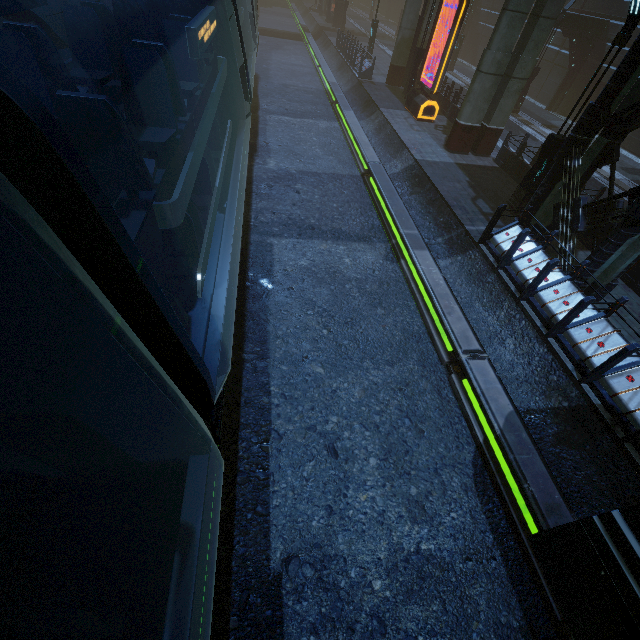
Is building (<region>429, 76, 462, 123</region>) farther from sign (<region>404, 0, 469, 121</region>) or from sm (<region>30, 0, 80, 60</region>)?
sign (<region>404, 0, 469, 121</region>)

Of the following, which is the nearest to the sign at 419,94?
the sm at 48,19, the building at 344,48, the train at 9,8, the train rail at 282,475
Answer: the building at 344,48

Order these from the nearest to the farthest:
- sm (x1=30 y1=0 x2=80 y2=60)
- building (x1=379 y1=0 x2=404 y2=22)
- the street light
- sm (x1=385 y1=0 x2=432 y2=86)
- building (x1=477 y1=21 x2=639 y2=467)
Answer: building (x1=477 y1=21 x2=639 y2=467), the street light, sm (x1=30 y1=0 x2=80 y2=60), sm (x1=385 y1=0 x2=432 y2=86), building (x1=379 y1=0 x2=404 y2=22)

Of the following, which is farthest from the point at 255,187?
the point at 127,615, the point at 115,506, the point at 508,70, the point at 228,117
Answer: the point at 127,615

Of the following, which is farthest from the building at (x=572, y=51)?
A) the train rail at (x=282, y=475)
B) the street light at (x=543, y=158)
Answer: the street light at (x=543, y=158)

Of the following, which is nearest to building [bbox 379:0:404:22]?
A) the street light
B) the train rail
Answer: the train rail

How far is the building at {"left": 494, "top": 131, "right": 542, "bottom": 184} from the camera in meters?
13.0 m

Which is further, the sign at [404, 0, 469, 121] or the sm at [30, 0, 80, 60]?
the sign at [404, 0, 469, 121]
